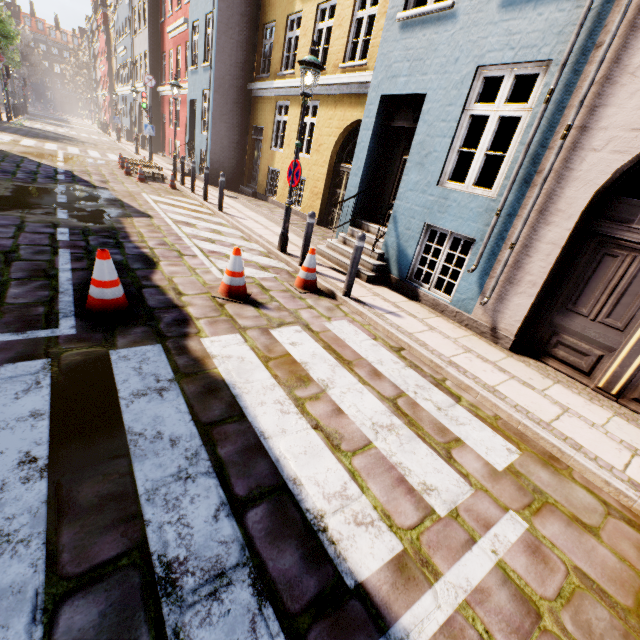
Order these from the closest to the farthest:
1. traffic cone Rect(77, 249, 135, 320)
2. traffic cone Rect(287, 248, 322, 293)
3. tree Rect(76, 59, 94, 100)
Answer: traffic cone Rect(77, 249, 135, 320)
traffic cone Rect(287, 248, 322, 293)
tree Rect(76, 59, 94, 100)

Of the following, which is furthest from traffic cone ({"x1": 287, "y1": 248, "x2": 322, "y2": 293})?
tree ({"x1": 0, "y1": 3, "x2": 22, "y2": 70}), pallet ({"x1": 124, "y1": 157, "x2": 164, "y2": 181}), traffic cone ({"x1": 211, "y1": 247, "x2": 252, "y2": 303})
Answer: tree ({"x1": 0, "y1": 3, "x2": 22, "y2": 70})

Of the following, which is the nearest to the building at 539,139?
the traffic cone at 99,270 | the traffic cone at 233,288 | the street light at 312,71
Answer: the street light at 312,71

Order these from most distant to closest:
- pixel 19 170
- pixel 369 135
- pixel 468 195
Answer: pixel 19 170
pixel 369 135
pixel 468 195

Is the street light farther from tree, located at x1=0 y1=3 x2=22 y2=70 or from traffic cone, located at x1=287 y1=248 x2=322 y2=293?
tree, located at x1=0 y1=3 x2=22 y2=70

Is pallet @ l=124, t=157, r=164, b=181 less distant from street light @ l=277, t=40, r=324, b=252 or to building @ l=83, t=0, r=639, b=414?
building @ l=83, t=0, r=639, b=414

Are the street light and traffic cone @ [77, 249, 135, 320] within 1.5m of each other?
no

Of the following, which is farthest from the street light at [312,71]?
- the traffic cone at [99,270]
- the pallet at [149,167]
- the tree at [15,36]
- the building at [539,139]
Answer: the tree at [15,36]
